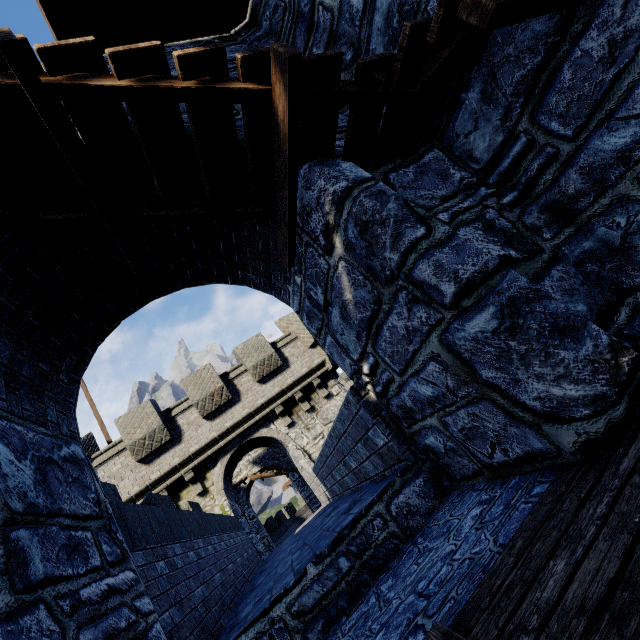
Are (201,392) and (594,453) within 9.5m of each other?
no
